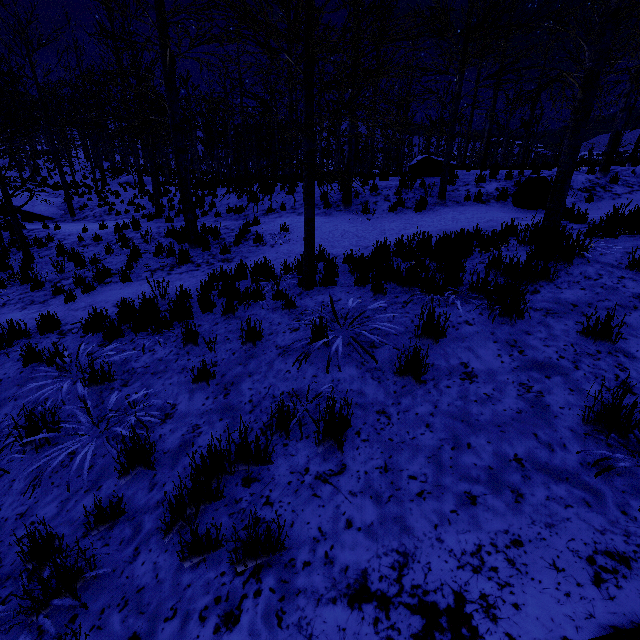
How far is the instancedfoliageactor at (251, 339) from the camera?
4.1m

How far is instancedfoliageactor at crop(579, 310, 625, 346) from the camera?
3.0m

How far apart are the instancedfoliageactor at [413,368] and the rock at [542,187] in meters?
8.5

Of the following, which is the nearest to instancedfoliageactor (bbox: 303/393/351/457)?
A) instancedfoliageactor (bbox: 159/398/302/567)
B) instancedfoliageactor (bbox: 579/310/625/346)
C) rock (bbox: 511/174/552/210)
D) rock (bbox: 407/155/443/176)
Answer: instancedfoliageactor (bbox: 159/398/302/567)

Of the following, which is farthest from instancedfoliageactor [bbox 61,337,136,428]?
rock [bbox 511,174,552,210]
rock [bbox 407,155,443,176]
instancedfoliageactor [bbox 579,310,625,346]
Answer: rock [bbox 407,155,443,176]

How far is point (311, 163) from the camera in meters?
4.9 m

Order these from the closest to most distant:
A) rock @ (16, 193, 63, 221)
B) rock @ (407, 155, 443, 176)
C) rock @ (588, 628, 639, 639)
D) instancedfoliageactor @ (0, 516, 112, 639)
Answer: rock @ (588, 628, 639, 639)
instancedfoliageactor @ (0, 516, 112, 639)
rock @ (407, 155, 443, 176)
rock @ (16, 193, 63, 221)

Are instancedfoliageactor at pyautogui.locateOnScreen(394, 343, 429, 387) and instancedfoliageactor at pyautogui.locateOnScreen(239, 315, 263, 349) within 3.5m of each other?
yes
